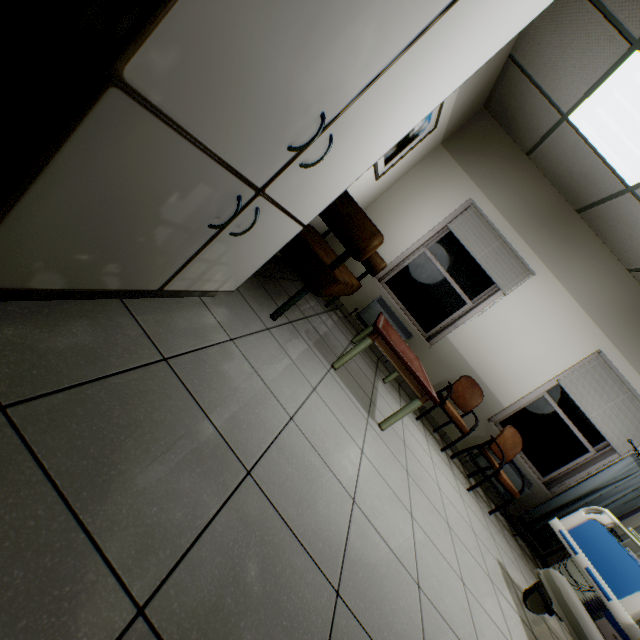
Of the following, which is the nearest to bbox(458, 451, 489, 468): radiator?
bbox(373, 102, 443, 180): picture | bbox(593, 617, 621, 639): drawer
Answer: bbox(593, 617, 621, 639): drawer

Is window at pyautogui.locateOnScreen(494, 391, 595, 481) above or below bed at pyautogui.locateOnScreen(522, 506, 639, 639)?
above

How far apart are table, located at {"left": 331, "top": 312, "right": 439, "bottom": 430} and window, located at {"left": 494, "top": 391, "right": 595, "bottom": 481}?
1.9m

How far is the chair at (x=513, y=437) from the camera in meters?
3.8 m

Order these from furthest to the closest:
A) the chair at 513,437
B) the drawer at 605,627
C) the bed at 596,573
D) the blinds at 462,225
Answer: the blinds at 462,225
the chair at 513,437
the drawer at 605,627
the bed at 596,573

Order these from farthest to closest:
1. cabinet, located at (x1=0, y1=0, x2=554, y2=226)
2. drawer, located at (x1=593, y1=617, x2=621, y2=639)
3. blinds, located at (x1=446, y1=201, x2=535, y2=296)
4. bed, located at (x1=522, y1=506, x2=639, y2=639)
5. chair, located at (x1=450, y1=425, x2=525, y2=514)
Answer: blinds, located at (x1=446, y1=201, x2=535, y2=296) → chair, located at (x1=450, y1=425, x2=525, y2=514) → drawer, located at (x1=593, y1=617, x2=621, y2=639) → bed, located at (x1=522, y1=506, x2=639, y2=639) → cabinet, located at (x1=0, y1=0, x2=554, y2=226)

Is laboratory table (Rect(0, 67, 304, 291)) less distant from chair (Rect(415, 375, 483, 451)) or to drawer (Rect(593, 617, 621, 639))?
chair (Rect(415, 375, 483, 451))

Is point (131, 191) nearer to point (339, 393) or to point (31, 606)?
point (31, 606)
